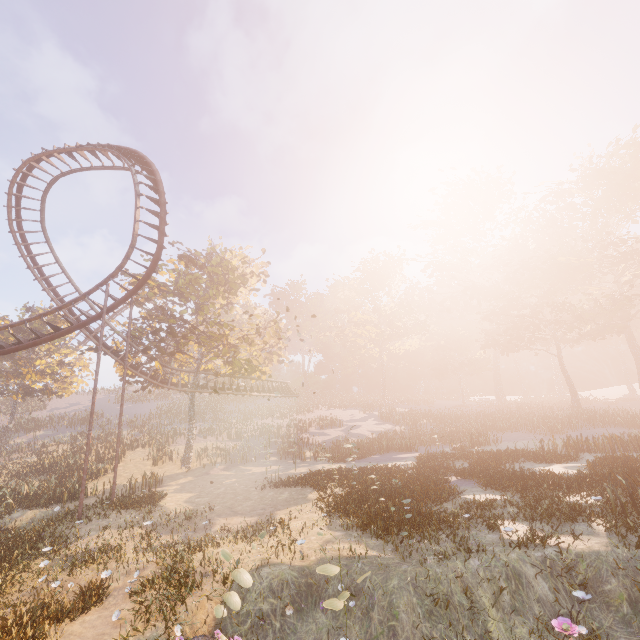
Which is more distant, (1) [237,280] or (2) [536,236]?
(2) [536,236]

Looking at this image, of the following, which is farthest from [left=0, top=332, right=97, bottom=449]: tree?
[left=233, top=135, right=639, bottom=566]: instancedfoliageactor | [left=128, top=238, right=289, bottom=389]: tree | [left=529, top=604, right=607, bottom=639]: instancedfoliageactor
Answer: [left=529, top=604, right=607, bottom=639]: instancedfoliageactor

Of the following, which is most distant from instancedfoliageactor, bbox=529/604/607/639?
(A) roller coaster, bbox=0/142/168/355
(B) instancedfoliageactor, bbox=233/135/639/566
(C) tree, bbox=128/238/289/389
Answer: Answer: (C) tree, bbox=128/238/289/389

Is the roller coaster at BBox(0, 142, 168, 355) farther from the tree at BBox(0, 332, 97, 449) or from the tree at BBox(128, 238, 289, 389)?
the tree at BBox(0, 332, 97, 449)

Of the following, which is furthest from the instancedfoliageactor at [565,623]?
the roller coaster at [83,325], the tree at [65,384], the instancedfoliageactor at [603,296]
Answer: the tree at [65,384]

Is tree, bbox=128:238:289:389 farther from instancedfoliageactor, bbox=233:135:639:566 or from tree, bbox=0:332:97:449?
instancedfoliageactor, bbox=233:135:639:566

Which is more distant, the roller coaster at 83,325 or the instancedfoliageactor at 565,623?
the roller coaster at 83,325

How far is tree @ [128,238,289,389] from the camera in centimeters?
2588cm
